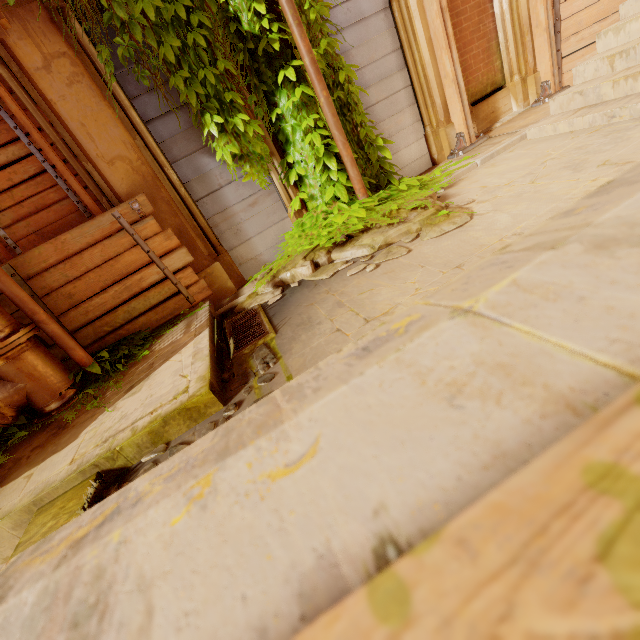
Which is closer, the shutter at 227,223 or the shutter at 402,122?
the shutter at 227,223

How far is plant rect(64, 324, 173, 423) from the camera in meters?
3.4 m

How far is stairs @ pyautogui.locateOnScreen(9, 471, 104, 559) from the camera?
2.0 meters

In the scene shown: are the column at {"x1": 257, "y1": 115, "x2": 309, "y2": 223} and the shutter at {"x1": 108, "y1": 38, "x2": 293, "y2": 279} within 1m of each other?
yes

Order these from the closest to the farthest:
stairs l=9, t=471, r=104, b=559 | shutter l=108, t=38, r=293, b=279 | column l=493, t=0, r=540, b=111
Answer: stairs l=9, t=471, r=104, b=559 < shutter l=108, t=38, r=293, b=279 < column l=493, t=0, r=540, b=111

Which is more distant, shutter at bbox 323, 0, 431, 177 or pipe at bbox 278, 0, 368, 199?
shutter at bbox 323, 0, 431, 177

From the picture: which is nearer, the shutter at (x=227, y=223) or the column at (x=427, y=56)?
the shutter at (x=227, y=223)

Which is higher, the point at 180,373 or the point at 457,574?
the point at 457,574
